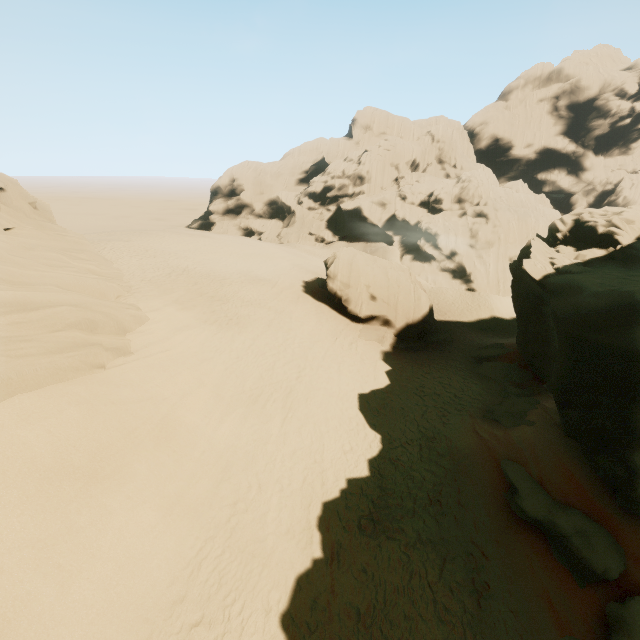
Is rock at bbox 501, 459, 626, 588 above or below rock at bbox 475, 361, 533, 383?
above

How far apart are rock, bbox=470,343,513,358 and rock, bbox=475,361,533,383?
0.8 meters

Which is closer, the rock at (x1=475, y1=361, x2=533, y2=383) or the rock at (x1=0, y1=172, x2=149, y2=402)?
the rock at (x1=0, y1=172, x2=149, y2=402)

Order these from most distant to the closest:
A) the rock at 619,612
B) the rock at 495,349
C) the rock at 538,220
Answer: the rock at 495,349 < the rock at 538,220 < the rock at 619,612

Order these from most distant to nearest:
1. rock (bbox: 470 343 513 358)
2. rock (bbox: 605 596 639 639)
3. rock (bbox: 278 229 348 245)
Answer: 1. rock (bbox: 278 229 348 245)
2. rock (bbox: 470 343 513 358)
3. rock (bbox: 605 596 639 639)

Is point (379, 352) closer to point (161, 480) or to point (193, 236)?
point (161, 480)

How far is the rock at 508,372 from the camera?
19.77m
